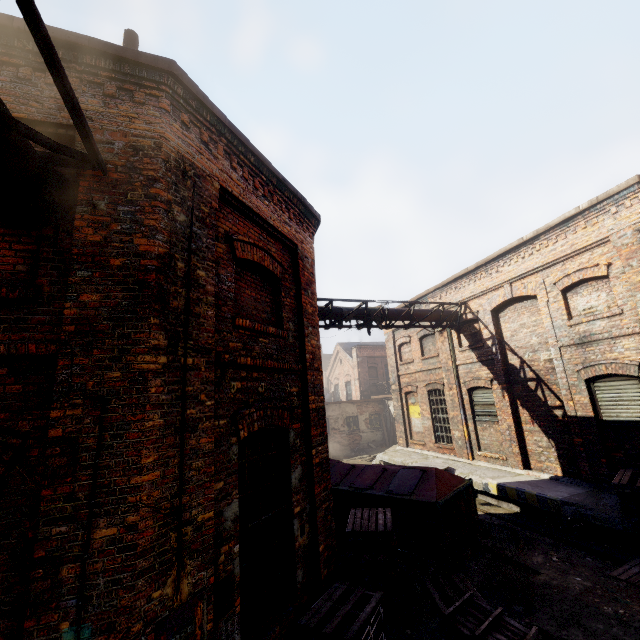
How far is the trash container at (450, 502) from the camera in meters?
7.1

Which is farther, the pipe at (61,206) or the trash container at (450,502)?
the trash container at (450,502)

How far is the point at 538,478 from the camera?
10.0m

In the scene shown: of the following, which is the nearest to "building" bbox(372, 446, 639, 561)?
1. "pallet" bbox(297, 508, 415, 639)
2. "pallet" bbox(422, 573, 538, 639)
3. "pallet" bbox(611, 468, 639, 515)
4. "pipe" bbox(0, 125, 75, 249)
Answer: "pallet" bbox(611, 468, 639, 515)

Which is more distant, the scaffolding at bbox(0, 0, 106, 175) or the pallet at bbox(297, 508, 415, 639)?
the pallet at bbox(297, 508, 415, 639)

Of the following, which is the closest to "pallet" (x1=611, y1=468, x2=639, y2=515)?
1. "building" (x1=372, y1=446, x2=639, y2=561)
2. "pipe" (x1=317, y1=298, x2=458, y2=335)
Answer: "building" (x1=372, y1=446, x2=639, y2=561)

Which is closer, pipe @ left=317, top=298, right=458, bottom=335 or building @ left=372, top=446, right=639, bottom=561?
building @ left=372, top=446, right=639, bottom=561

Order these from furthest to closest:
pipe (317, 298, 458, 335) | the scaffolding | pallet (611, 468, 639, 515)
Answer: pipe (317, 298, 458, 335)
pallet (611, 468, 639, 515)
the scaffolding
